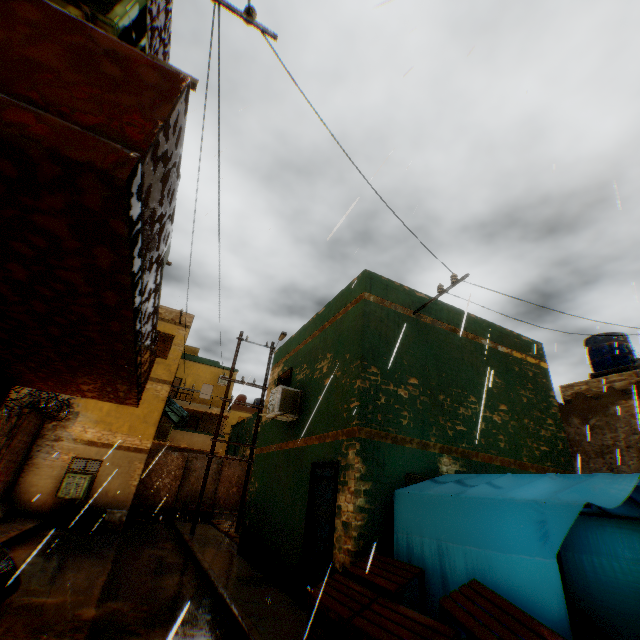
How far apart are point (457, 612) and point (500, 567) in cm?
79

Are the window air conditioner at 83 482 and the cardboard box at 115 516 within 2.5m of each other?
yes

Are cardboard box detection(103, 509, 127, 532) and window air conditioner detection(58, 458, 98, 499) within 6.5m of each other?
yes

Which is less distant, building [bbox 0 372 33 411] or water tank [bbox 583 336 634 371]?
building [bbox 0 372 33 411]

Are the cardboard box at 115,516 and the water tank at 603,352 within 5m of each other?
no

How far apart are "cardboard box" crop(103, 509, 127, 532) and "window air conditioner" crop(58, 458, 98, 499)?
1.1 meters

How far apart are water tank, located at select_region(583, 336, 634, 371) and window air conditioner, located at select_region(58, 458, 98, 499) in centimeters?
2249cm

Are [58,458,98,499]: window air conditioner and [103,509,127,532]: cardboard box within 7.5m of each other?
yes
